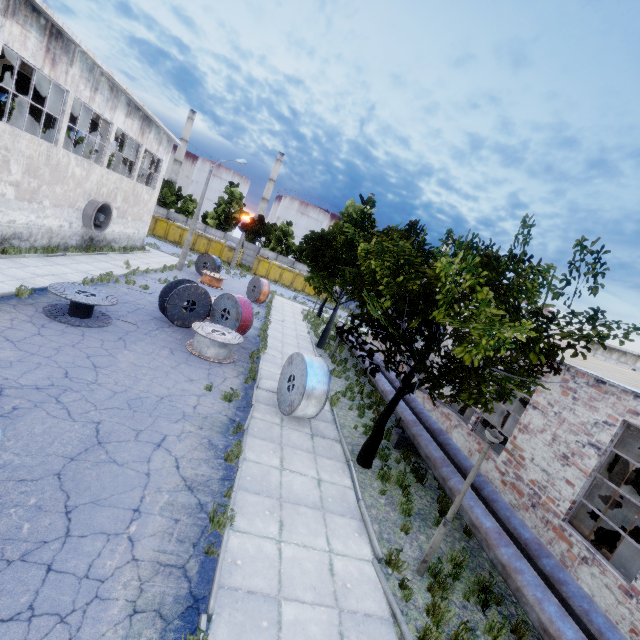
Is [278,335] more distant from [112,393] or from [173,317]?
[112,393]

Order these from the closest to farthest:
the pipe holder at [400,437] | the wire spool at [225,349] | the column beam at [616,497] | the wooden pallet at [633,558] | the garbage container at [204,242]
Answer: the wooden pallet at [633,558], the column beam at [616,497], the pipe holder at [400,437], the wire spool at [225,349], the garbage container at [204,242]

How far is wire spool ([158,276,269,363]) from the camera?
12.4 meters

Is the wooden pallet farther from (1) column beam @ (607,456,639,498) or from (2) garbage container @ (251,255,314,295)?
(2) garbage container @ (251,255,314,295)

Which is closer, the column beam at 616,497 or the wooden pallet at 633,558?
the wooden pallet at 633,558

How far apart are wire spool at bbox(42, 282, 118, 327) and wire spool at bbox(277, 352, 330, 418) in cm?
651

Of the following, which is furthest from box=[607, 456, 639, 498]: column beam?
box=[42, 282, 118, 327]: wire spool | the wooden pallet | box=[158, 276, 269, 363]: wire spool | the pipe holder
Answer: box=[42, 282, 118, 327]: wire spool

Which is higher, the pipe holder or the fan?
the fan
